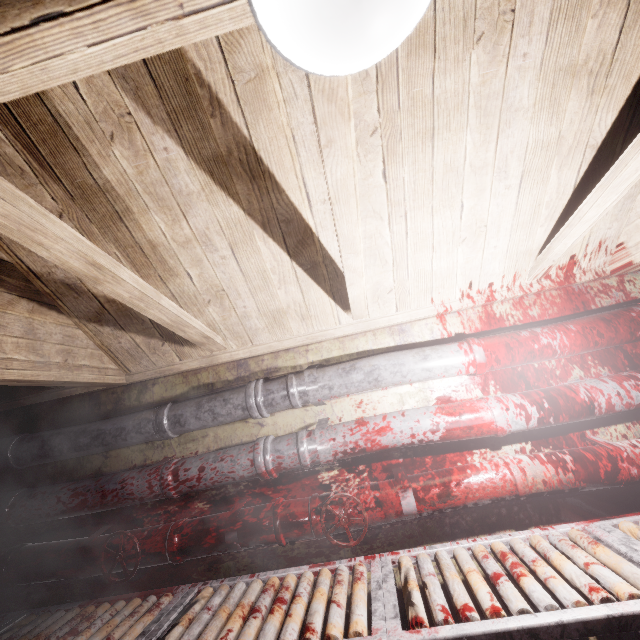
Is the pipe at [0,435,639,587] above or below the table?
above

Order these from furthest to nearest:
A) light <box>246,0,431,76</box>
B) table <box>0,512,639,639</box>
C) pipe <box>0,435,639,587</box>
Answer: pipe <box>0,435,639,587</box> < table <box>0,512,639,639</box> < light <box>246,0,431,76</box>

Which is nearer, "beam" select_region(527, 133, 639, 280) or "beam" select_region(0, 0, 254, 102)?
"beam" select_region(0, 0, 254, 102)

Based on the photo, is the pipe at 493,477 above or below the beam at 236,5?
below

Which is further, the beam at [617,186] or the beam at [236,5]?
the beam at [617,186]

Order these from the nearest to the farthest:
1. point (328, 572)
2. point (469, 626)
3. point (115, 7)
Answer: point (115, 7) < point (469, 626) < point (328, 572)

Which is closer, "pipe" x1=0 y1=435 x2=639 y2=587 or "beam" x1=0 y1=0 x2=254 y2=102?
"beam" x1=0 y1=0 x2=254 y2=102

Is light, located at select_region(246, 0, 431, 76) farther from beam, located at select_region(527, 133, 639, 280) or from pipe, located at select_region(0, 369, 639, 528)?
pipe, located at select_region(0, 369, 639, 528)
